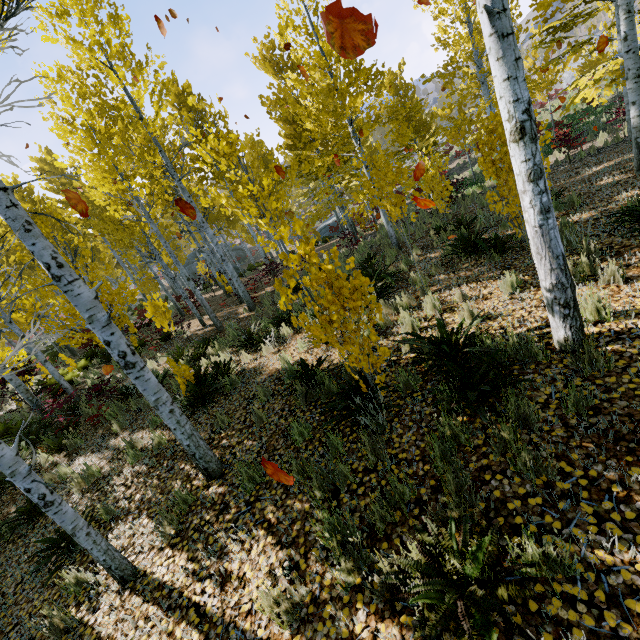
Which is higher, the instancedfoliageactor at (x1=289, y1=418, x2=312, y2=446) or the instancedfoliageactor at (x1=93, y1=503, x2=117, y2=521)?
the instancedfoliageactor at (x1=289, y1=418, x2=312, y2=446)

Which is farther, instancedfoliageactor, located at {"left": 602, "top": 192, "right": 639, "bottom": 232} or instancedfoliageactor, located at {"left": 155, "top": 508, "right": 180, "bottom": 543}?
instancedfoliageactor, located at {"left": 602, "top": 192, "right": 639, "bottom": 232}

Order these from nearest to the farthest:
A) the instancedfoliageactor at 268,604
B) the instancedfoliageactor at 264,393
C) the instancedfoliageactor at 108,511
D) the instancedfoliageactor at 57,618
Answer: the instancedfoliageactor at 268,604 → the instancedfoliageactor at 57,618 → the instancedfoliageactor at 108,511 → the instancedfoliageactor at 264,393

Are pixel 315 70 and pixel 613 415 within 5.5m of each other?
no

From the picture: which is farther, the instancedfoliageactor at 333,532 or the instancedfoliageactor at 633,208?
the instancedfoliageactor at 633,208

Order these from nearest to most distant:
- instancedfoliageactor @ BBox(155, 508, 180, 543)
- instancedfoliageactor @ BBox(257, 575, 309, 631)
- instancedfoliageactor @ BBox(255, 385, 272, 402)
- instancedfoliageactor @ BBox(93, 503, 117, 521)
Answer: instancedfoliageactor @ BBox(257, 575, 309, 631), instancedfoliageactor @ BBox(155, 508, 180, 543), instancedfoliageactor @ BBox(93, 503, 117, 521), instancedfoliageactor @ BBox(255, 385, 272, 402)

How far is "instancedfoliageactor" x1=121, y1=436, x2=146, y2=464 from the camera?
5.7 meters
